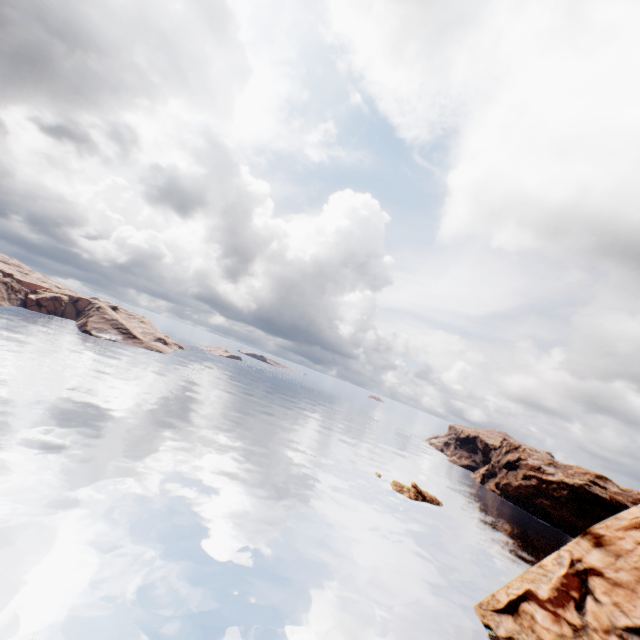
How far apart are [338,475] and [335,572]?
27.9m
